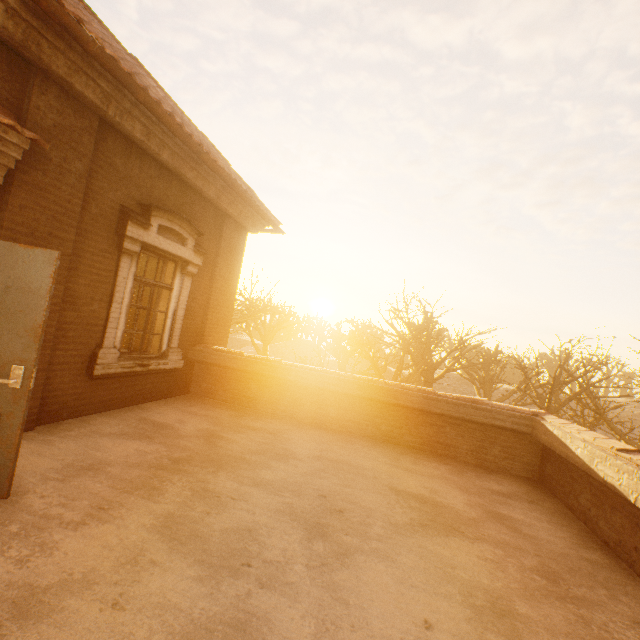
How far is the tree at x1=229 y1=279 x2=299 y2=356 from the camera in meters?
Result: 18.6 m

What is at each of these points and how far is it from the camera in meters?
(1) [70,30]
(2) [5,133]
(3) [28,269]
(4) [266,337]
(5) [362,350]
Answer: (1) gutter, 3.2 m
(2) awning, 3.1 m
(3) door, 2.7 m
(4) tree, 32.0 m
(5) tree, 18.3 m

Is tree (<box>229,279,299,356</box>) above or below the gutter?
below

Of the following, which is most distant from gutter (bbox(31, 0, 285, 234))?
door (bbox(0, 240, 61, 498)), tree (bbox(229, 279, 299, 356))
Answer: tree (bbox(229, 279, 299, 356))

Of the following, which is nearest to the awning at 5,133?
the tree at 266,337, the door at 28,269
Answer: the door at 28,269

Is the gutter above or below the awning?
above

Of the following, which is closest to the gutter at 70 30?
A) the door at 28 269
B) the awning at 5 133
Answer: the awning at 5 133

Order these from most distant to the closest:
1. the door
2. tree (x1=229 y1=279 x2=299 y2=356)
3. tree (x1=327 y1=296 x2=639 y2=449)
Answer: tree (x1=229 y1=279 x2=299 y2=356), tree (x1=327 y1=296 x2=639 y2=449), the door
